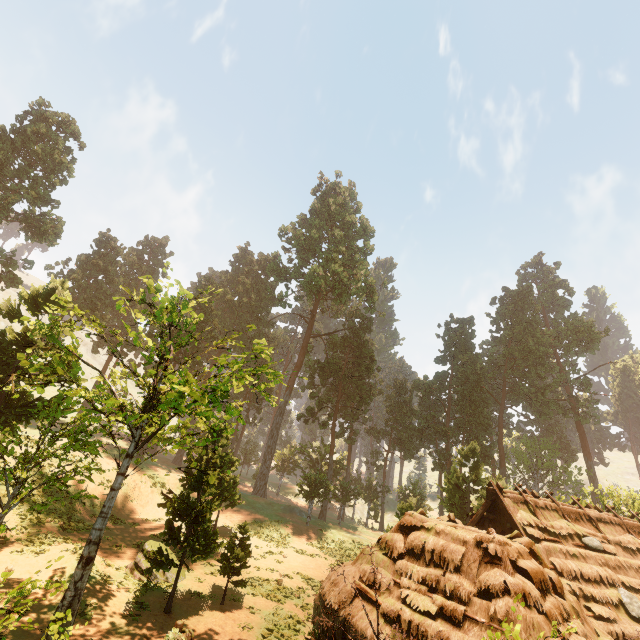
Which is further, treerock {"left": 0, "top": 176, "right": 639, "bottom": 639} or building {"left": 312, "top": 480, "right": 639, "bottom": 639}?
treerock {"left": 0, "top": 176, "right": 639, "bottom": 639}

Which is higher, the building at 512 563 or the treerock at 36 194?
the treerock at 36 194

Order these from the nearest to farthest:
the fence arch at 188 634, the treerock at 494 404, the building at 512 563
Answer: the fence arch at 188 634 < the building at 512 563 < the treerock at 494 404

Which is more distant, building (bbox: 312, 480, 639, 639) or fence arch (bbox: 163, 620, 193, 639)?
building (bbox: 312, 480, 639, 639)

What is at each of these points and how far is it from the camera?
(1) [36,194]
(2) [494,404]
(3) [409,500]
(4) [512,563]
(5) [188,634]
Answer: (1) treerock, 32.1 meters
(2) treerock, 59.7 meters
(3) treerock, 43.8 meters
(4) building, 8.8 meters
(5) fence arch, 6.7 meters

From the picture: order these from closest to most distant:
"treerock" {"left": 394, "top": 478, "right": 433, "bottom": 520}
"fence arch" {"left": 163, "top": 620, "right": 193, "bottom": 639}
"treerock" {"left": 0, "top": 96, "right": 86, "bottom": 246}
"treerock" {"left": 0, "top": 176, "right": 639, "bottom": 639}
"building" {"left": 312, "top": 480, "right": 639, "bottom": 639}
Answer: "fence arch" {"left": 163, "top": 620, "right": 193, "bottom": 639} → "building" {"left": 312, "top": 480, "right": 639, "bottom": 639} → "treerock" {"left": 0, "top": 176, "right": 639, "bottom": 639} → "treerock" {"left": 394, "top": 478, "right": 433, "bottom": 520} → "treerock" {"left": 0, "top": 96, "right": 86, "bottom": 246}

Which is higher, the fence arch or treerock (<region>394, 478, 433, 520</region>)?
treerock (<region>394, 478, 433, 520</region>)

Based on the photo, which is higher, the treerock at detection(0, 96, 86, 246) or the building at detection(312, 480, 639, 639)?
the treerock at detection(0, 96, 86, 246)
